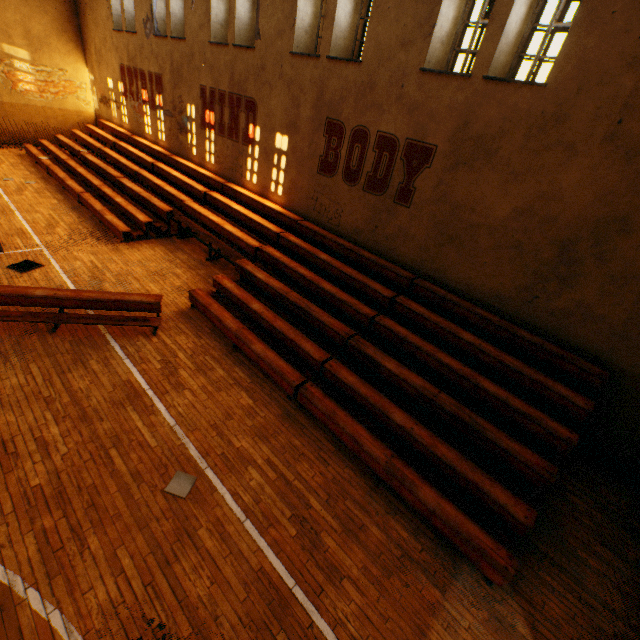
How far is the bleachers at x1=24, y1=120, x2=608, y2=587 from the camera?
4.9 meters

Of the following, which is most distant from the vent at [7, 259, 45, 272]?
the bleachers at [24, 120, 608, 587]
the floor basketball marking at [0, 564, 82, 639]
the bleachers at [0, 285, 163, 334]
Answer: the bleachers at [24, 120, 608, 587]

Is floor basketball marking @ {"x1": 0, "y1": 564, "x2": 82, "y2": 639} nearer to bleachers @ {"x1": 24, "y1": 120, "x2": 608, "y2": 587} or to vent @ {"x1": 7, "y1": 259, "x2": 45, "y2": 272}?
vent @ {"x1": 7, "y1": 259, "x2": 45, "y2": 272}

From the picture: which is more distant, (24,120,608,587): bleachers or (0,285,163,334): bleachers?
(0,285,163,334): bleachers

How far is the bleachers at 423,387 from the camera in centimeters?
495cm

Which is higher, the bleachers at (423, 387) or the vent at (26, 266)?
the bleachers at (423, 387)

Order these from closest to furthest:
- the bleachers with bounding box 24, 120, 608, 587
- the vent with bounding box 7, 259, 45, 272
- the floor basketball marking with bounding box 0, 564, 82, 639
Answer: the floor basketball marking with bounding box 0, 564, 82, 639, the bleachers with bounding box 24, 120, 608, 587, the vent with bounding box 7, 259, 45, 272

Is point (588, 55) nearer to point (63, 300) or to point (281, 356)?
point (281, 356)
